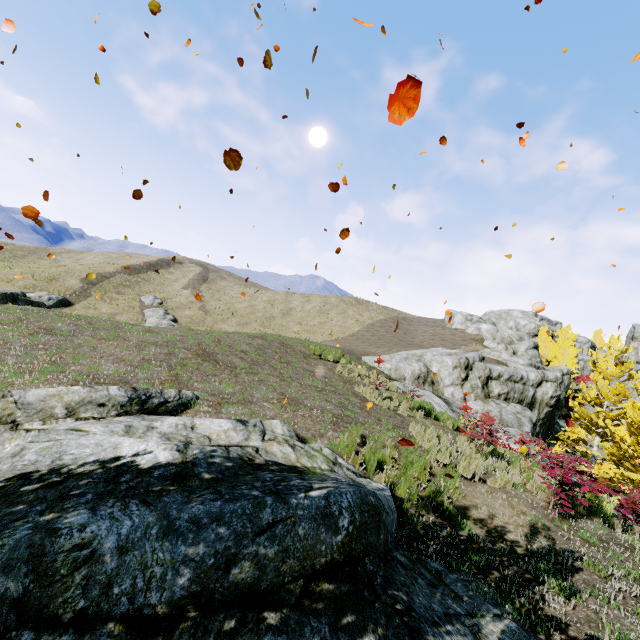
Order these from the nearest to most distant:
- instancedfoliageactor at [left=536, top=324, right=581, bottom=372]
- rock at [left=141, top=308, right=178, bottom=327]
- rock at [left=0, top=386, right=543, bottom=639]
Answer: rock at [left=0, top=386, right=543, bottom=639] → rock at [left=141, top=308, right=178, bottom=327] → instancedfoliageactor at [left=536, top=324, right=581, bottom=372]

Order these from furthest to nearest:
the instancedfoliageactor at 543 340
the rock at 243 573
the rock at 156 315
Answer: the instancedfoliageactor at 543 340
the rock at 156 315
the rock at 243 573

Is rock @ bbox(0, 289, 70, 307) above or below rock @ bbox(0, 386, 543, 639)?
below

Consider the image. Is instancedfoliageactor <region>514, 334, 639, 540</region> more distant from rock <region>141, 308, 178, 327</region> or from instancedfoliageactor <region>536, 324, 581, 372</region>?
instancedfoliageactor <region>536, 324, 581, 372</region>

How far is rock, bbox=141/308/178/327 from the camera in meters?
31.6

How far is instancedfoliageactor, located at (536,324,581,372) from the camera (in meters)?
40.91

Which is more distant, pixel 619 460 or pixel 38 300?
pixel 38 300

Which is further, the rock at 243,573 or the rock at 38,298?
the rock at 38,298
